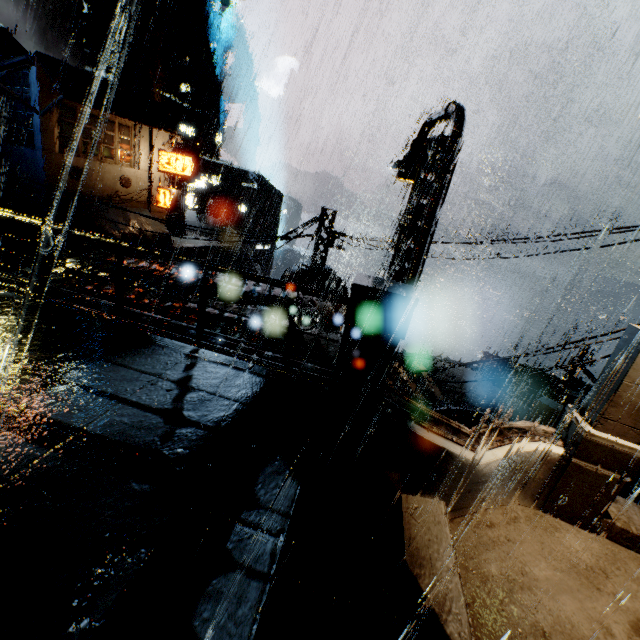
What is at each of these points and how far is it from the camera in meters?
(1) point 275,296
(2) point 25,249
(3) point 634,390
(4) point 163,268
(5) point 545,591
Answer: (1) building, 11.1 m
(2) building, 23.8 m
(3) street light, 4.7 m
(4) building, 11.5 m
(5) building, 4.2 m

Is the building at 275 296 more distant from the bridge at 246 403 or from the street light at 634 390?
the street light at 634 390

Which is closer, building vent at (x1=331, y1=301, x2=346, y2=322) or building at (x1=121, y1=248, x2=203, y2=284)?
building at (x1=121, y1=248, x2=203, y2=284)

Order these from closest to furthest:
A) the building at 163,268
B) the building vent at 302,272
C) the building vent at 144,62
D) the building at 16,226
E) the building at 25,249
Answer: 1. the building at 163,268
2. the building vent at 302,272
3. the building at 16,226
4. the building at 25,249
5. the building vent at 144,62

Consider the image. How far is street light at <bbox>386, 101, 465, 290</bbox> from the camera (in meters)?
7.48

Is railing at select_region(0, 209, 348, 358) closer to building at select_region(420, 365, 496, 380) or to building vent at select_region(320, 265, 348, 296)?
building at select_region(420, 365, 496, 380)

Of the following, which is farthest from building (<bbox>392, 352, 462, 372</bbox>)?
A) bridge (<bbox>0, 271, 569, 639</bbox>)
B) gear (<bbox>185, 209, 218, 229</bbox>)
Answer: gear (<bbox>185, 209, 218, 229</bbox>)

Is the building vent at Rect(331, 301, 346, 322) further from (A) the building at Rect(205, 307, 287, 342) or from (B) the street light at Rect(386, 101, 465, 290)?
(B) the street light at Rect(386, 101, 465, 290)
